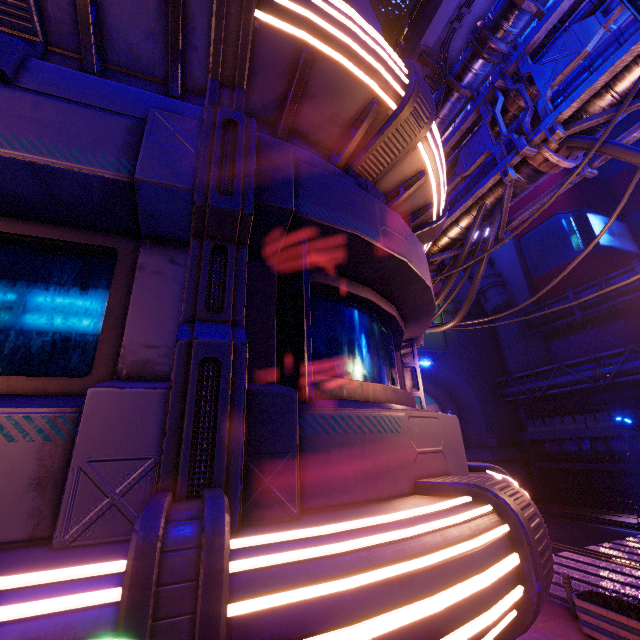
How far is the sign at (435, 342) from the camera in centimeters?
2959cm

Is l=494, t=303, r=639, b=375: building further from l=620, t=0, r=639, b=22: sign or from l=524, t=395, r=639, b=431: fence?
l=620, t=0, r=639, b=22: sign

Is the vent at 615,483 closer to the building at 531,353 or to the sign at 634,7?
the building at 531,353

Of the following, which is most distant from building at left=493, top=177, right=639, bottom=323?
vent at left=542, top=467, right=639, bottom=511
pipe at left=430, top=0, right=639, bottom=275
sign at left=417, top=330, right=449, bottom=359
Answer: pipe at left=430, top=0, right=639, bottom=275

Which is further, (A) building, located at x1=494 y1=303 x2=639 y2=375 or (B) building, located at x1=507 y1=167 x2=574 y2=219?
(B) building, located at x1=507 y1=167 x2=574 y2=219

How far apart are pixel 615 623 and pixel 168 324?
12.9m

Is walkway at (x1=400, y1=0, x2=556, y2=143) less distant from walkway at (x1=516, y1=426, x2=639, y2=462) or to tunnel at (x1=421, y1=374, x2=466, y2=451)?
tunnel at (x1=421, y1=374, x2=466, y2=451)

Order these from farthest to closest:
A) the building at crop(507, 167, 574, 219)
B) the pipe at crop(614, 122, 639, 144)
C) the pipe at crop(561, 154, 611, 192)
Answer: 1. the building at crop(507, 167, 574, 219)
2. the pipe at crop(561, 154, 611, 192)
3. the pipe at crop(614, 122, 639, 144)
